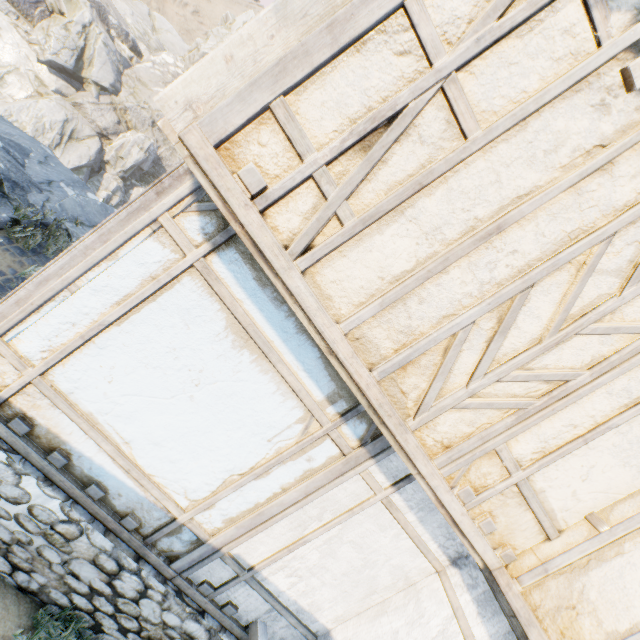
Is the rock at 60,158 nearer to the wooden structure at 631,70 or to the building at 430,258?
the building at 430,258

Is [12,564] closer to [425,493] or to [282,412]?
[282,412]

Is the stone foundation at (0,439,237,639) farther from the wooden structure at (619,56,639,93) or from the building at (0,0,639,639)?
the wooden structure at (619,56,639,93)

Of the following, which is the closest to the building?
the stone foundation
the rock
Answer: the stone foundation

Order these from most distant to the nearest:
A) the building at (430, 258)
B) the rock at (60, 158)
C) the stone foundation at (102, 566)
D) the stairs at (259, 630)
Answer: the rock at (60, 158)
the stairs at (259, 630)
the stone foundation at (102, 566)
the building at (430, 258)

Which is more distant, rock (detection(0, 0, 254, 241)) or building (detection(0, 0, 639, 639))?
rock (detection(0, 0, 254, 241))

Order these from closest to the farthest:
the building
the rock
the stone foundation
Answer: the building
the stone foundation
the rock

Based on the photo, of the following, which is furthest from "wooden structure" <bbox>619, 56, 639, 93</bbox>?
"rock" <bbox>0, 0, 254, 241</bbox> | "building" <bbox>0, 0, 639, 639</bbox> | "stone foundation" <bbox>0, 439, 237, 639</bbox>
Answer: "rock" <bbox>0, 0, 254, 241</bbox>
